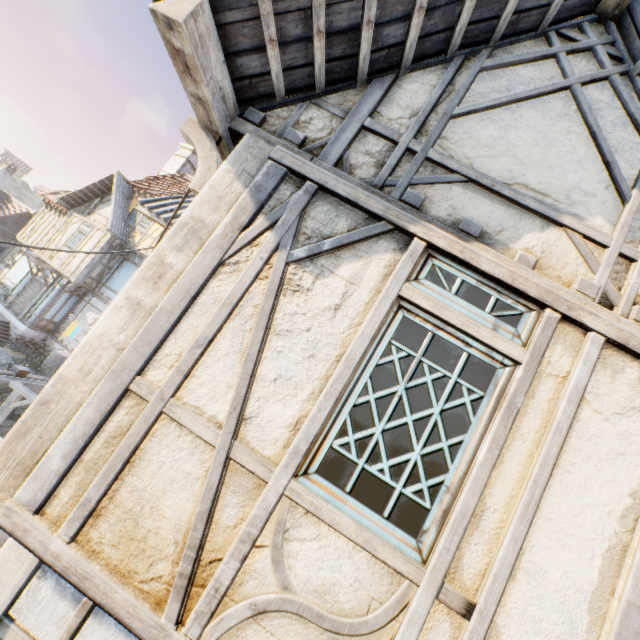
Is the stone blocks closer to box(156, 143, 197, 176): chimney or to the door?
the door

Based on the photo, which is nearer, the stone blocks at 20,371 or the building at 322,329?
the building at 322,329

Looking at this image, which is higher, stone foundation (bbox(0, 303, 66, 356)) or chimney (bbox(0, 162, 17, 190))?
chimney (bbox(0, 162, 17, 190))

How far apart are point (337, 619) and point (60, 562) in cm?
157

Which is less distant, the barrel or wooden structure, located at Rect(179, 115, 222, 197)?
wooden structure, located at Rect(179, 115, 222, 197)

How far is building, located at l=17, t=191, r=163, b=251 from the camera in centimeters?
1658cm

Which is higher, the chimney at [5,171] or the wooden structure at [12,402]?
the chimney at [5,171]

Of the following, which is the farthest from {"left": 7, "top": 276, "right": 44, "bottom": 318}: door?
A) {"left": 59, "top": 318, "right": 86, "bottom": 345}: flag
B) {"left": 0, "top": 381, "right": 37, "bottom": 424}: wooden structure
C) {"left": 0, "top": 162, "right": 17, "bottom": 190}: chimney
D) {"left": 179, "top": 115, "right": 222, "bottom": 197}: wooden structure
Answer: {"left": 179, "top": 115, "right": 222, "bottom": 197}: wooden structure
